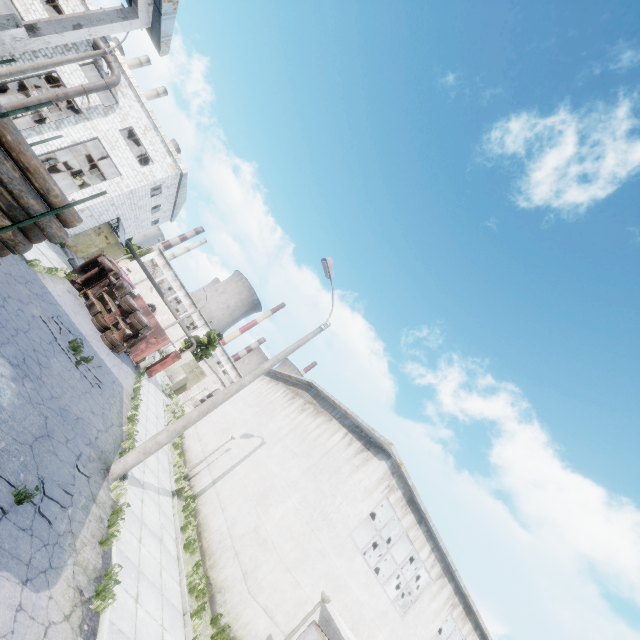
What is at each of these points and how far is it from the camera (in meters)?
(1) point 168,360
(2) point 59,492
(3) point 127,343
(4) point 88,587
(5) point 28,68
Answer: (1) truck dump back, 27.97
(2) asphalt debris, 7.11
(3) truck, 21.34
(4) asphalt debris, 6.11
(5) lamp post, 14.84

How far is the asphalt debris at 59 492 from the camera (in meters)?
6.30

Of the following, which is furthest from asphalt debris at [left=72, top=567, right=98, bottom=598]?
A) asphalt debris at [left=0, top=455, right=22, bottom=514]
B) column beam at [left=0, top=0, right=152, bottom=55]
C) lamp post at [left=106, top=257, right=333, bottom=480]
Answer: column beam at [left=0, top=0, right=152, bottom=55]

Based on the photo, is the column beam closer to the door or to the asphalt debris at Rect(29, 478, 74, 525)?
the asphalt debris at Rect(29, 478, 74, 525)

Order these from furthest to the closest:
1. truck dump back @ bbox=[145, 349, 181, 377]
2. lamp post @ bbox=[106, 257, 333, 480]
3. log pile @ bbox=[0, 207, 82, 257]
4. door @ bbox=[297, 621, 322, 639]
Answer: truck dump back @ bbox=[145, 349, 181, 377], door @ bbox=[297, 621, 322, 639], lamp post @ bbox=[106, 257, 333, 480], log pile @ bbox=[0, 207, 82, 257]

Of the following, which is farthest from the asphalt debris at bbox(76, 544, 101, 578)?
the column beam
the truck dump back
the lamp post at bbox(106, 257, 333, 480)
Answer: the truck dump back

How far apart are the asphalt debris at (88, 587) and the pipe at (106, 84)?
26.5m

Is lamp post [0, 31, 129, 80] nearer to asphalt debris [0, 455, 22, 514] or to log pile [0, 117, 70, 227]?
log pile [0, 117, 70, 227]
